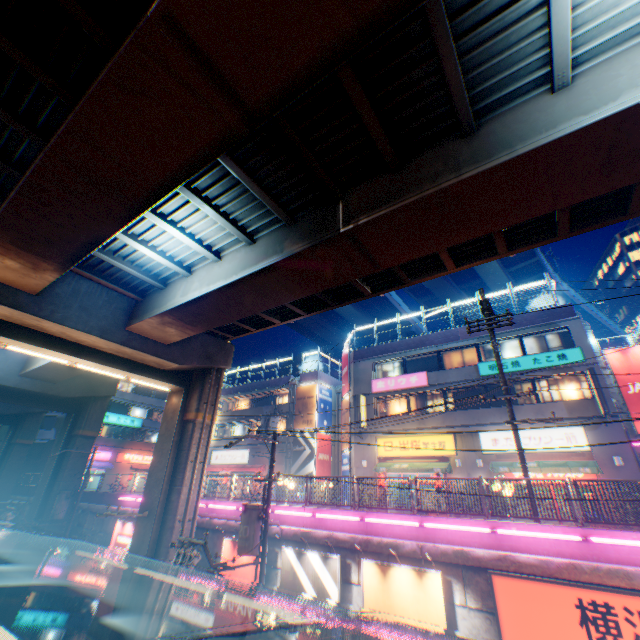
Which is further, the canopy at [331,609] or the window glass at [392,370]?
the window glass at [392,370]

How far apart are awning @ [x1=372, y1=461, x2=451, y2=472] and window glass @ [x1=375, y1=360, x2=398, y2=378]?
6.2 meters

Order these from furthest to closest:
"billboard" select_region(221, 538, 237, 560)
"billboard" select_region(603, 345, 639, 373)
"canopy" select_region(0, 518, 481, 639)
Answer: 1. "billboard" select_region(603, 345, 639, 373)
2. "billboard" select_region(221, 538, 237, 560)
3. "canopy" select_region(0, 518, 481, 639)

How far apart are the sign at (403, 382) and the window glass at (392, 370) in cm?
56

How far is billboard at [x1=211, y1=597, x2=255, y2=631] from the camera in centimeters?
1247cm

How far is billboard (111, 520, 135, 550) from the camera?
18.3 meters

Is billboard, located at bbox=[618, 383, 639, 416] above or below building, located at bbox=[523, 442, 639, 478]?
above

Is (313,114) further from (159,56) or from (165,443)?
(165,443)
